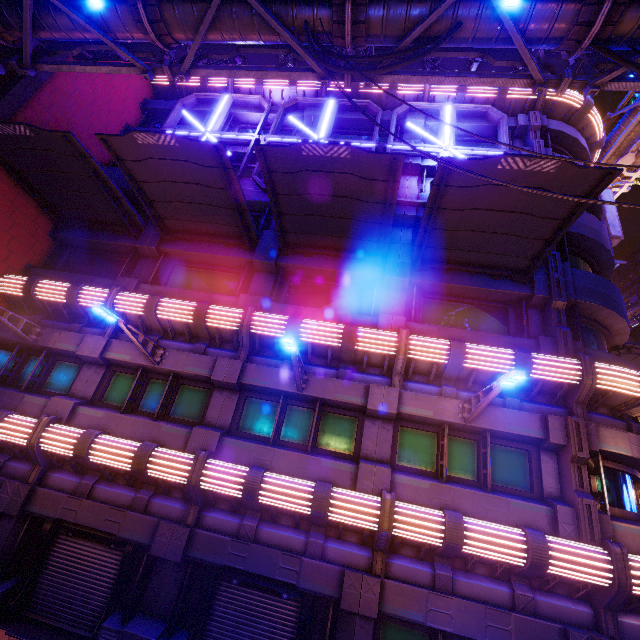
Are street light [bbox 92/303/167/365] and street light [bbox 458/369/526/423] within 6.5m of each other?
no

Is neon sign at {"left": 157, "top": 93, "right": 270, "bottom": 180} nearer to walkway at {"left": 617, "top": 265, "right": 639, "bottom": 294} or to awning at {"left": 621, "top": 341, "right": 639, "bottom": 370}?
walkway at {"left": 617, "top": 265, "right": 639, "bottom": 294}

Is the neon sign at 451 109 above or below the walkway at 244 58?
above

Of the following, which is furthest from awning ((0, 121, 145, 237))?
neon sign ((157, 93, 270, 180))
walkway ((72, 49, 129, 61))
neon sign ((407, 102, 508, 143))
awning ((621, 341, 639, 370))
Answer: awning ((621, 341, 639, 370))

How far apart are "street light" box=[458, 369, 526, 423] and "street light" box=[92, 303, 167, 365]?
9.5m

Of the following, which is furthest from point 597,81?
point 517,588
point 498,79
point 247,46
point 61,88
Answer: point 61,88

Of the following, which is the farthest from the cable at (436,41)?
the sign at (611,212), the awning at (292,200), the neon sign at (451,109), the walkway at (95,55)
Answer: the sign at (611,212)

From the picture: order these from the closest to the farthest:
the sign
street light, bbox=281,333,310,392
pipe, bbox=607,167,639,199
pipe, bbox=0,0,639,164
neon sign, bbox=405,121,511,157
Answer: pipe, bbox=0,0,639,164, street light, bbox=281,333,310,392, neon sign, bbox=405,121,511,157, the sign, pipe, bbox=607,167,639,199
